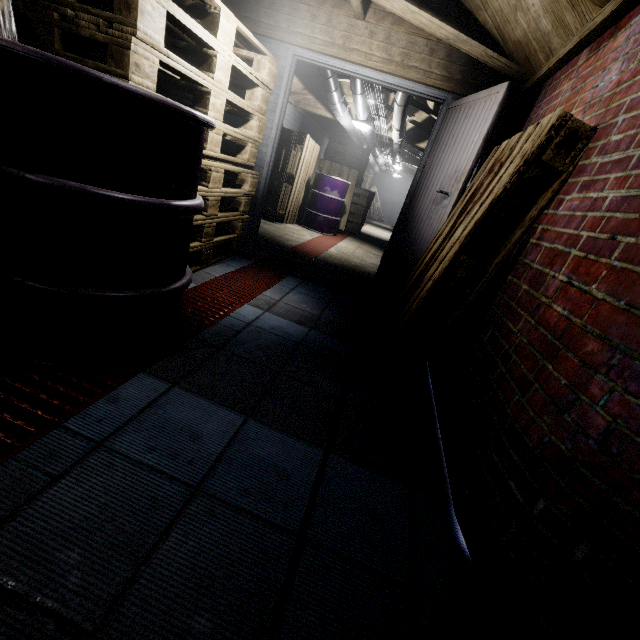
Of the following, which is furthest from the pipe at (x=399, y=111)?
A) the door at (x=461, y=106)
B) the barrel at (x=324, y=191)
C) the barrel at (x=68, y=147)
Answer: the barrel at (x=68, y=147)

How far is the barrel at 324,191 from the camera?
5.9m

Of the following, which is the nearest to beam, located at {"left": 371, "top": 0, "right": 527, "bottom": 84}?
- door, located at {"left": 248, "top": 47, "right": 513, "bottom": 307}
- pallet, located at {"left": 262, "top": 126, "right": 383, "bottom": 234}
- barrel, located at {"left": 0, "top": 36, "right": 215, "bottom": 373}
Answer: door, located at {"left": 248, "top": 47, "right": 513, "bottom": 307}

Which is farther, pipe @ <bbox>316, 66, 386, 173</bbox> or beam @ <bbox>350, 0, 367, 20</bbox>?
pipe @ <bbox>316, 66, 386, 173</bbox>

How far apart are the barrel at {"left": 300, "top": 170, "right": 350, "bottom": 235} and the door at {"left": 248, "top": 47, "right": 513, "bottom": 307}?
2.43m

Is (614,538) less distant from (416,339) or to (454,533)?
(454,533)

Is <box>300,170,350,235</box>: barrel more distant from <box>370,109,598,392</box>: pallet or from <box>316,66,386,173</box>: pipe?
<box>370,109,598,392</box>: pallet

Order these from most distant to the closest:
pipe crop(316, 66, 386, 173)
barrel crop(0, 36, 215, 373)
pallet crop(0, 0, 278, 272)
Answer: pipe crop(316, 66, 386, 173), pallet crop(0, 0, 278, 272), barrel crop(0, 36, 215, 373)
